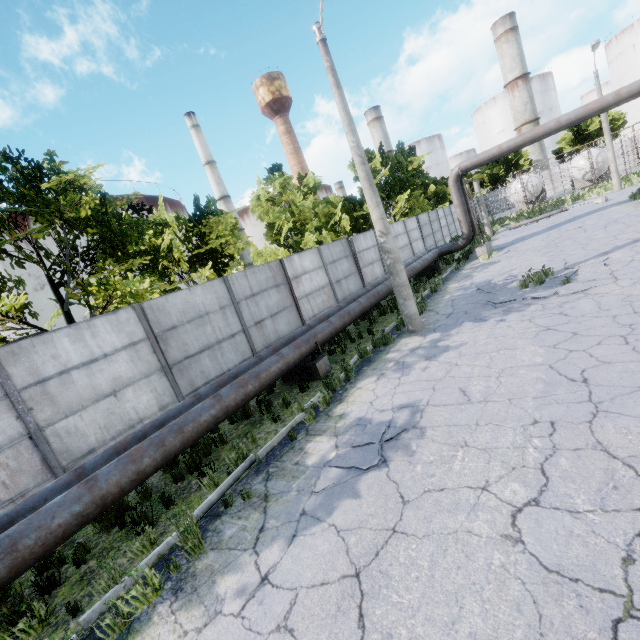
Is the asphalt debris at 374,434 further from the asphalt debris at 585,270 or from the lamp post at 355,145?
the asphalt debris at 585,270

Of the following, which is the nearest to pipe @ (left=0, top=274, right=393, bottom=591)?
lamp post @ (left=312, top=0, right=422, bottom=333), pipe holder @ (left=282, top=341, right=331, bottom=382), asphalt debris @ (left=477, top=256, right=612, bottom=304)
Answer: pipe holder @ (left=282, top=341, right=331, bottom=382)

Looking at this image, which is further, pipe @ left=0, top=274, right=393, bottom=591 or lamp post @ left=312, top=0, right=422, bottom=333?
lamp post @ left=312, top=0, right=422, bottom=333

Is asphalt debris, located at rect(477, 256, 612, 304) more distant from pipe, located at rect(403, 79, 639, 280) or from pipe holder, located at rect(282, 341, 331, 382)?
pipe holder, located at rect(282, 341, 331, 382)

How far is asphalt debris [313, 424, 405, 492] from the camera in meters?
4.8

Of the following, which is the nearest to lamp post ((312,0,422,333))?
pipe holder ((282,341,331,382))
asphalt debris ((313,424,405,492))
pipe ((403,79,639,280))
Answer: pipe ((403,79,639,280))

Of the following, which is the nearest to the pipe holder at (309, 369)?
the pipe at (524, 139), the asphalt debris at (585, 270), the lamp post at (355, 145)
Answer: the pipe at (524, 139)

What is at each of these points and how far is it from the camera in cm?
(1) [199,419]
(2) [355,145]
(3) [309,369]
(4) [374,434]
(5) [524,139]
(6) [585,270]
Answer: (1) pipe, 608
(2) lamp post, 904
(3) pipe holder, 909
(4) asphalt debris, 548
(5) pipe, 1557
(6) asphalt debris, 956
